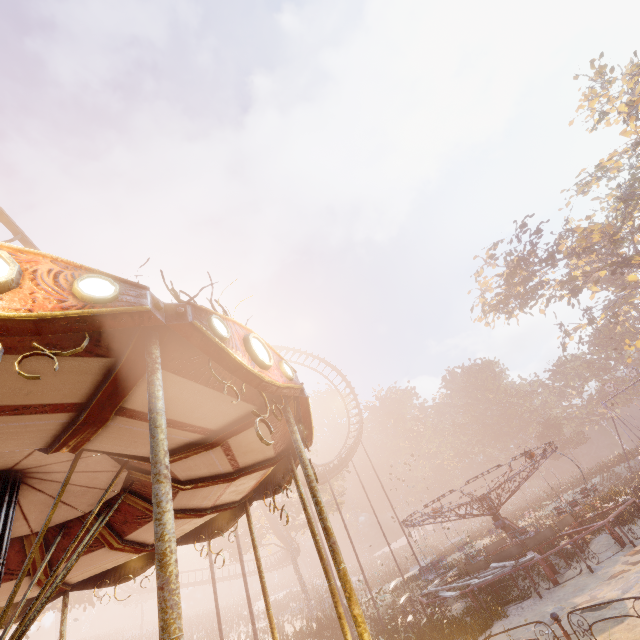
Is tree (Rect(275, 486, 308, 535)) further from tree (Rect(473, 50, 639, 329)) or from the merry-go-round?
tree (Rect(473, 50, 639, 329))

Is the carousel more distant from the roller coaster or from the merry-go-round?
the merry-go-round

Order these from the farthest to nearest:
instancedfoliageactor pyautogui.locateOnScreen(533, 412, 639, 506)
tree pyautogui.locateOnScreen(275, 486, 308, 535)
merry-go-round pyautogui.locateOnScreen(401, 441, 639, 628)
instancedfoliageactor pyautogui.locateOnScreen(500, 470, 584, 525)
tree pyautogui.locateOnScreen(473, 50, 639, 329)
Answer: tree pyautogui.locateOnScreen(473, 50, 639, 329) → tree pyautogui.locateOnScreen(275, 486, 308, 535) → instancedfoliageactor pyautogui.locateOnScreen(500, 470, 584, 525) → instancedfoliageactor pyautogui.locateOnScreen(533, 412, 639, 506) → merry-go-round pyautogui.locateOnScreen(401, 441, 639, 628)

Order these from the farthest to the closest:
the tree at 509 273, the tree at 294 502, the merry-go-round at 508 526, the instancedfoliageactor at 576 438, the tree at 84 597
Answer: the tree at 509 273, the tree at 294 502, the tree at 84 597, the instancedfoliageactor at 576 438, the merry-go-round at 508 526

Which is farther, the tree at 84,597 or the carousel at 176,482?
the tree at 84,597

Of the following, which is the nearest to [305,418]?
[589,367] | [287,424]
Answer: [287,424]

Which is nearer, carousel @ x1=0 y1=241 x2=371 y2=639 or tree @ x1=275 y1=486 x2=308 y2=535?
carousel @ x1=0 y1=241 x2=371 y2=639

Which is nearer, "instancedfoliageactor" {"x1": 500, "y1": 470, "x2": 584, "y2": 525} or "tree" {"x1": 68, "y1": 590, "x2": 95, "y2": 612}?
"tree" {"x1": 68, "y1": 590, "x2": 95, "y2": 612}
